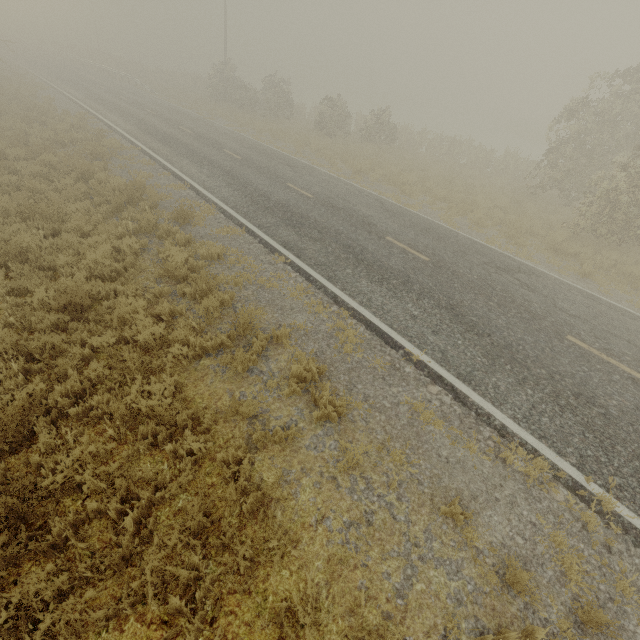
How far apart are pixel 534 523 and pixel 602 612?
1.1m
